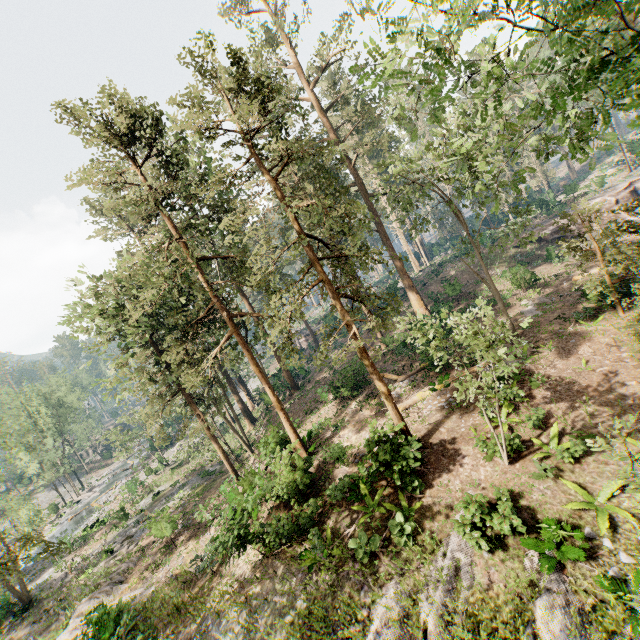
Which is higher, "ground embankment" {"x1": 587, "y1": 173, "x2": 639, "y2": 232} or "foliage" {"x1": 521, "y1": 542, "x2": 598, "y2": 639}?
"ground embankment" {"x1": 587, "y1": 173, "x2": 639, "y2": 232}

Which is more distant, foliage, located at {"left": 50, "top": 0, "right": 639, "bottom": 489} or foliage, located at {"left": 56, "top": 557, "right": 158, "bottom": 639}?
foliage, located at {"left": 56, "top": 557, "right": 158, "bottom": 639}

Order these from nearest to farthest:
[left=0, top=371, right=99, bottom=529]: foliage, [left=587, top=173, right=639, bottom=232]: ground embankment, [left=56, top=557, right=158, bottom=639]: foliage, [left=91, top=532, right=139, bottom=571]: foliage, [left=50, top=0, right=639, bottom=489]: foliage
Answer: [left=50, top=0, right=639, bottom=489]: foliage, [left=56, top=557, right=158, bottom=639]: foliage, [left=91, top=532, right=139, bottom=571]: foliage, [left=587, top=173, right=639, bottom=232]: ground embankment, [left=0, top=371, right=99, bottom=529]: foliage

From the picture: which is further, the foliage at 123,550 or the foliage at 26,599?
the foliage at 123,550

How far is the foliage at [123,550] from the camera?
24.9m

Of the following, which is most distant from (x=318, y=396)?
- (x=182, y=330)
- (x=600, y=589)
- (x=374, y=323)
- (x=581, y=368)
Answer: (x=600, y=589)

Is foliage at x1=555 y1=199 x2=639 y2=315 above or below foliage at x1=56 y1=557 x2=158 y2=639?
above

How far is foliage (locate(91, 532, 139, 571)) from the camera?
24.9 meters
